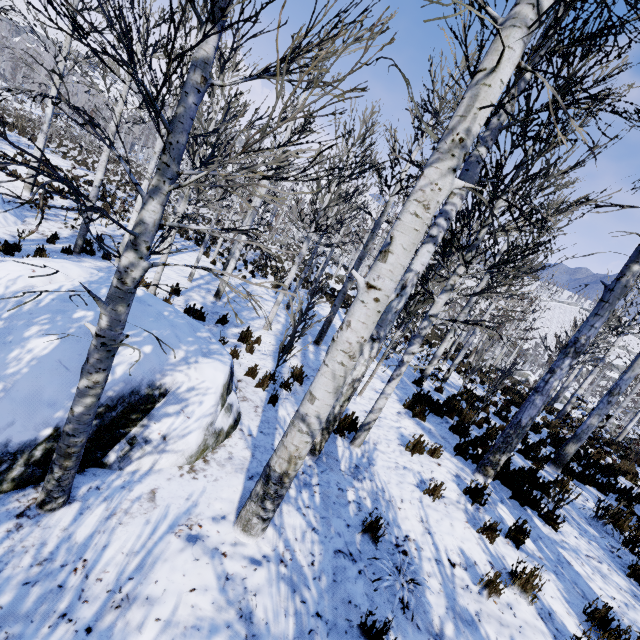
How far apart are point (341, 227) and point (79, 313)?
26.85m

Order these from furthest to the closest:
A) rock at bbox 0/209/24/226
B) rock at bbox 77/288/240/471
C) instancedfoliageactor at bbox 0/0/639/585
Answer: rock at bbox 0/209/24/226 < rock at bbox 77/288/240/471 < instancedfoliageactor at bbox 0/0/639/585

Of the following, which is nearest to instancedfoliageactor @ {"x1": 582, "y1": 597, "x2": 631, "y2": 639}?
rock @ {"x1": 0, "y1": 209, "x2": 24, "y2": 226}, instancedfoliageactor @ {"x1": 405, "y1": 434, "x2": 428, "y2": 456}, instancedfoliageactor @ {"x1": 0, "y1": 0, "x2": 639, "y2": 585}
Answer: instancedfoliageactor @ {"x1": 0, "y1": 0, "x2": 639, "y2": 585}

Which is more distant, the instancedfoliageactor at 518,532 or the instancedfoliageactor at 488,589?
the instancedfoliageactor at 518,532

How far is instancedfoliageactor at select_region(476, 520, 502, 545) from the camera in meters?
4.2 m

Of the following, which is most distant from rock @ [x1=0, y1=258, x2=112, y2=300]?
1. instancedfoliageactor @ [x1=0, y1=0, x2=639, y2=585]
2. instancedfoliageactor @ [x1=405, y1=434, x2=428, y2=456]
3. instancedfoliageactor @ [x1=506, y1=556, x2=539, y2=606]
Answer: instancedfoliageactor @ [x1=506, y1=556, x2=539, y2=606]

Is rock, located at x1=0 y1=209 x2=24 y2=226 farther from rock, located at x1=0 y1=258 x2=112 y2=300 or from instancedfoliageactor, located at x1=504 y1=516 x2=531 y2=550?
instancedfoliageactor, located at x1=504 y1=516 x2=531 y2=550

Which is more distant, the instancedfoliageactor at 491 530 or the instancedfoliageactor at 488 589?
the instancedfoliageactor at 491 530
